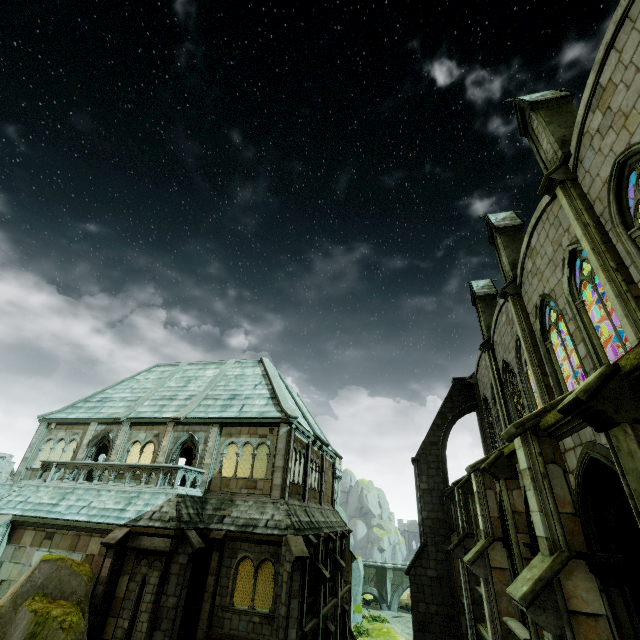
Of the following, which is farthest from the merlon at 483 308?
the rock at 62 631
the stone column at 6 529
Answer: the stone column at 6 529

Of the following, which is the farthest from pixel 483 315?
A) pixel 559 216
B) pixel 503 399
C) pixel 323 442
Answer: pixel 323 442

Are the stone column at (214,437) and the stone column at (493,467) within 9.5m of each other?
no

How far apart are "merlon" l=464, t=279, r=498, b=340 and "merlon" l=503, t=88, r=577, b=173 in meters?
10.6 m

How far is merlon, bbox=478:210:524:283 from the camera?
15.38m

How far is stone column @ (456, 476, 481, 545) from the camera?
13.0m

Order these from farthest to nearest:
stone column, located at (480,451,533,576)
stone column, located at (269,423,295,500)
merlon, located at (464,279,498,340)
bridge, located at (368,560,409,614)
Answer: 1. bridge, located at (368,560,409,614)
2. merlon, located at (464,279,498,340)
3. stone column, located at (269,423,295,500)
4. stone column, located at (480,451,533,576)

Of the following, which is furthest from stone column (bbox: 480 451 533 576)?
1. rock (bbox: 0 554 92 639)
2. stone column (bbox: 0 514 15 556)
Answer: stone column (bbox: 0 514 15 556)
